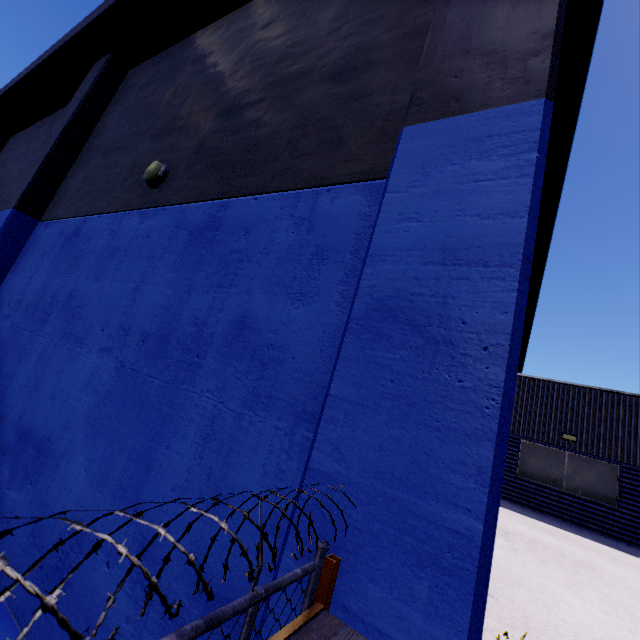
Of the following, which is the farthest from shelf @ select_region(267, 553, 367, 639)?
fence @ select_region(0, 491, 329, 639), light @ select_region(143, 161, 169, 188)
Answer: light @ select_region(143, 161, 169, 188)

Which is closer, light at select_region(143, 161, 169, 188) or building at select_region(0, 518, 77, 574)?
building at select_region(0, 518, 77, 574)

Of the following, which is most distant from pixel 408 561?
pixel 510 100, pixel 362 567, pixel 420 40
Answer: pixel 420 40

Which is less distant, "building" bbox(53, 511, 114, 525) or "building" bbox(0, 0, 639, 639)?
"building" bbox(0, 0, 639, 639)

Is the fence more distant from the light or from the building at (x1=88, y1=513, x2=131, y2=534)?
the light

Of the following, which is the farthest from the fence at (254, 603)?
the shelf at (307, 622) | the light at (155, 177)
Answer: the light at (155, 177)

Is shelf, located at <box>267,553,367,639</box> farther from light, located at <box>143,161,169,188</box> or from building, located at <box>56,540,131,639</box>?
light, located at <box>143,161,169,188</box>

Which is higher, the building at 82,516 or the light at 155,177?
the light at 155,177
